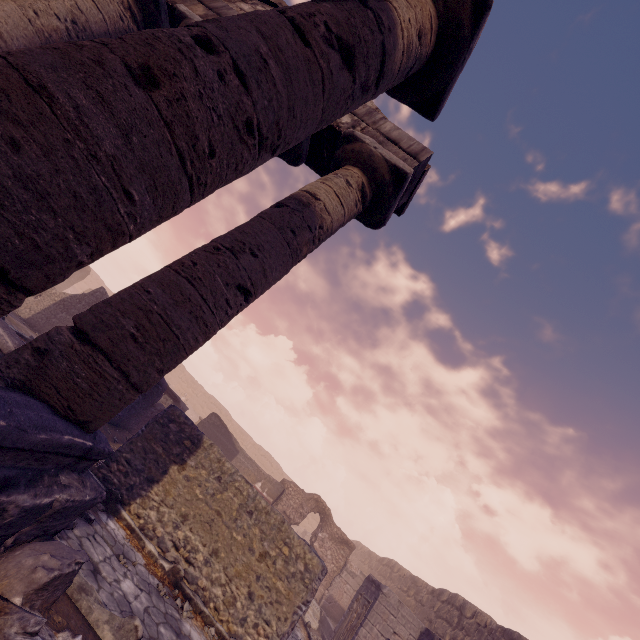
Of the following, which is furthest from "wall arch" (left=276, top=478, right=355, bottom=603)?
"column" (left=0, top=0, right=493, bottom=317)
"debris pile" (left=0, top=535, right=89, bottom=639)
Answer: "column" (left=0, top=0, right=493, bottom=317)

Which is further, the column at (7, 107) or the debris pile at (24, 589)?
the debris pile at (24, 589)

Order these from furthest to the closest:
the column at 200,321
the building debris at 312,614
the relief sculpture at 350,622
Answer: the building debris at 312,614 → the relief sculpture at 350,622 → the column at 200,321

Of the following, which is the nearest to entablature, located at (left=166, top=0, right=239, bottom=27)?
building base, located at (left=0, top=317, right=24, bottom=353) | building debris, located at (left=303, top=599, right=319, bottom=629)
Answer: building base, located at (left=0, top=317, right=24, bottom=353)

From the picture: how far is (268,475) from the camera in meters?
16.2

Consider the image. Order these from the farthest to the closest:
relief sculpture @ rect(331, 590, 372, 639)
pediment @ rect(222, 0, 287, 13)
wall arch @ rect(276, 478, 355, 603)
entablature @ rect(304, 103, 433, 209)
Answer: wall arch @ rect(276, 478, 355, 603)
relief sculpture @ rect(331, 590, 372, 639)
pediment @ rect(222, 0, 287, 13)
entablature @ rect(304, 103, 433, 209)

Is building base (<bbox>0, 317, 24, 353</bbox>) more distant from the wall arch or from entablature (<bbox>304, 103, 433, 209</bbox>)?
the wall arch

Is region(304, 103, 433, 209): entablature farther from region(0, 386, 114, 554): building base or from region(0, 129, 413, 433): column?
region(0, 386, 114, 554): building base
